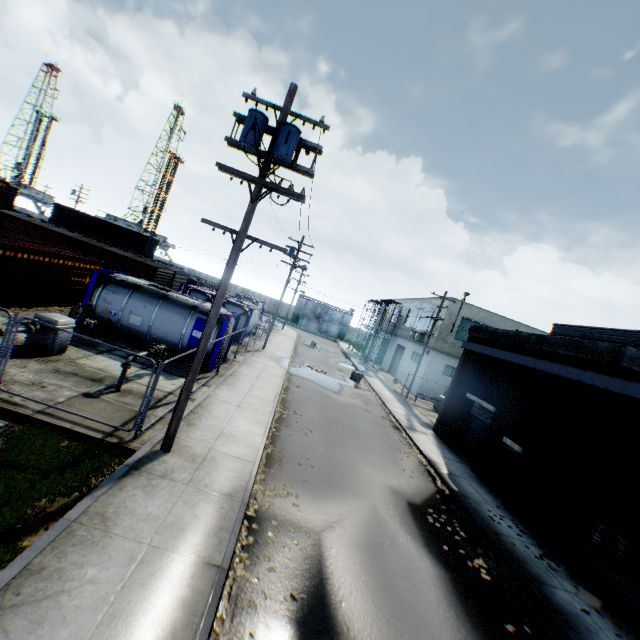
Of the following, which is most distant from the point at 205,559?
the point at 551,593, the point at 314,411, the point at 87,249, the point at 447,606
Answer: the point at 87,249

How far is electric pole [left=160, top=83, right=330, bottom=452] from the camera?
7.5 meters

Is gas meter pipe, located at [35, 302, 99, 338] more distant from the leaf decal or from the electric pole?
the leaf decal

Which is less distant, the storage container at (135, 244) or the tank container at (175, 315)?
the tank container at (175, 315)

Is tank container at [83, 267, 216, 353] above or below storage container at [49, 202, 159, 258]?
below

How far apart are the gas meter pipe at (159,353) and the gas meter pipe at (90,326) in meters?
2.8

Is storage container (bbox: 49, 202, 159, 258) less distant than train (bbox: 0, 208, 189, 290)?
No

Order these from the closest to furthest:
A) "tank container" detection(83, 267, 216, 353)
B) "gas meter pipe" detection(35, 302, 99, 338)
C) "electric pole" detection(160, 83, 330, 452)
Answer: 1. "electric pole" detection(160, 83, 330, 452)
2. "gas meter pipe" detection(35, 302, 99, 338)
3. "tank container" detection(83, 267, 216, 353)
